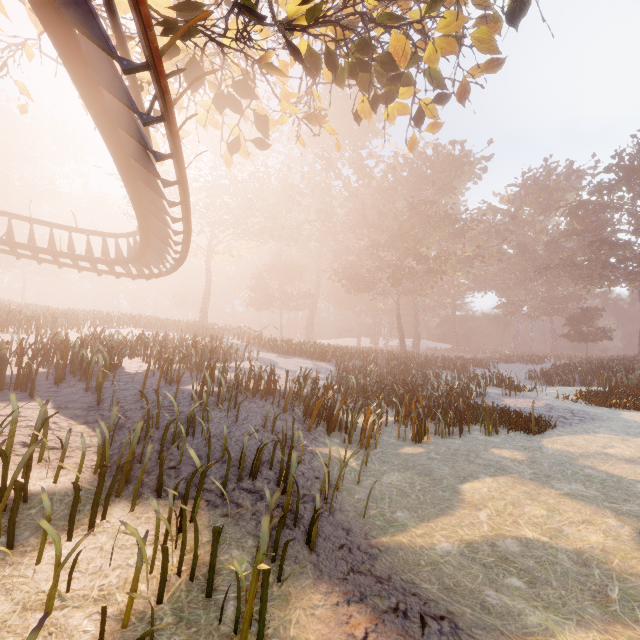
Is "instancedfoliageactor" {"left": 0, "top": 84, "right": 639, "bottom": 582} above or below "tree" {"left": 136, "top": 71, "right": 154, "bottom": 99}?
below

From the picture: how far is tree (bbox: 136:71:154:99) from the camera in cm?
654

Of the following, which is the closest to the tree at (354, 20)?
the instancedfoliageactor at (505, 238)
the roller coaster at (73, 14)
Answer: the roller coaster at (73, 14)

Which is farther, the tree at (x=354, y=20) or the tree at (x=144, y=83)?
the tree at (x=144, y=83)

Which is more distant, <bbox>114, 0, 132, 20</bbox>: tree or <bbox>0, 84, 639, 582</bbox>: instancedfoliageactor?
<bbox>0, 84, 639, 582</bbox>: instancedfoliageactor

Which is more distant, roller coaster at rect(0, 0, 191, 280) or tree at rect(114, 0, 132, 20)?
tree at rect(114, 0, 132, 20)

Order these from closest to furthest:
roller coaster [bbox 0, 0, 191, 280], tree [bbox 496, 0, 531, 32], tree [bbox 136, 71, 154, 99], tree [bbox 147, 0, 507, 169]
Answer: roller coaster [bbox 0, 0, 191, 280] → tree [bbox 496, 0, 531, 32] → tree [bbox 147, 0, 507, 169] → tree [bbox 136, 71, 154, 99]

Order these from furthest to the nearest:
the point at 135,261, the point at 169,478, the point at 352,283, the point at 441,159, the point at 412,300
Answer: the point at 412,300
the point at 441,159
the point at 352,283
the point at 135,261
the point at 169,478
